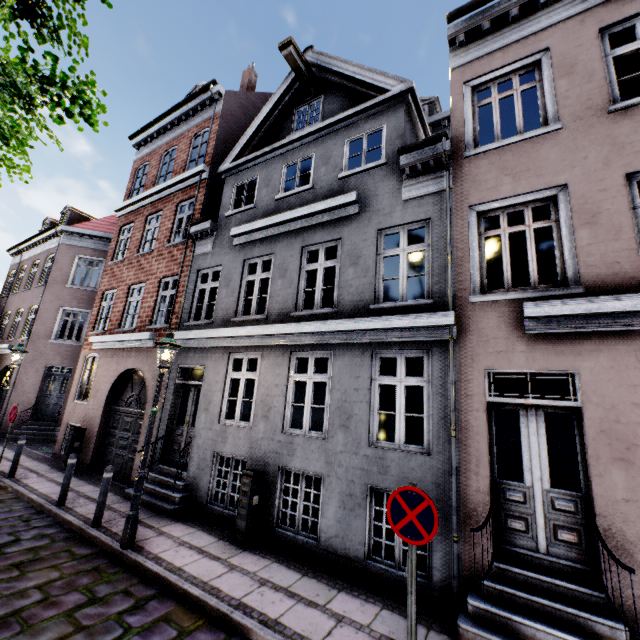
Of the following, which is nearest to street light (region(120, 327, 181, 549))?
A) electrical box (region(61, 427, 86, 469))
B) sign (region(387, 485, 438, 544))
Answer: sign (region(387, 485, 438, 544))

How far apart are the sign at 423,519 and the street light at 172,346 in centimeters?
469cm

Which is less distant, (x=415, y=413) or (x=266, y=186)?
(x=266, y=186)

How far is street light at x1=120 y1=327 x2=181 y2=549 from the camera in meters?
5.7

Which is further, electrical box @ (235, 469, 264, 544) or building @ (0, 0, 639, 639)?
electrical box @ (235, 469, 264, 544)

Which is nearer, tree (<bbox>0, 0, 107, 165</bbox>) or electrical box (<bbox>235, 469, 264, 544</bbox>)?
tree (<bbox>0, 0, 107, 165</bbox>)

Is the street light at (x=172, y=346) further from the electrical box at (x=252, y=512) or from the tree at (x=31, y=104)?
the tree at (x=31, y=104)

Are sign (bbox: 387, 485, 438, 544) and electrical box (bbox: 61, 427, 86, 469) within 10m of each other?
no
